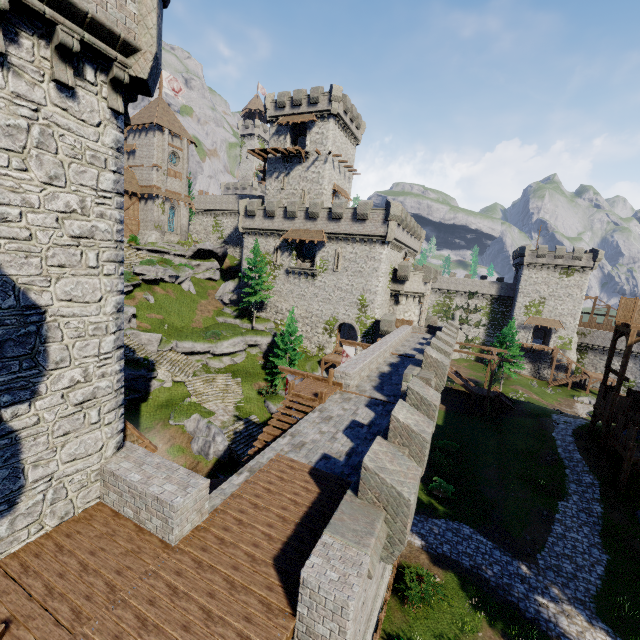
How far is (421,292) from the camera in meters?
40.1

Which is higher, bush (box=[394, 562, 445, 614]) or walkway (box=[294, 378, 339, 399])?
walkway (box=[294, 378, 339, 399])

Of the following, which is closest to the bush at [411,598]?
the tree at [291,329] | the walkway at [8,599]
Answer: the walkway at [8,599]

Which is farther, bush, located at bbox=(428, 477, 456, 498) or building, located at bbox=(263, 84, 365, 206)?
building, located at bbox=(263, 84, 365, 206)

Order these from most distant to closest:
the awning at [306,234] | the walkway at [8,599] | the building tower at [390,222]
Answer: the awning at [306,234] < the building tower at [390,222] < the walkway at [8,599]

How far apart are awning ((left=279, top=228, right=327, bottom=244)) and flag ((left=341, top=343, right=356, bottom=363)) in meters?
14.1

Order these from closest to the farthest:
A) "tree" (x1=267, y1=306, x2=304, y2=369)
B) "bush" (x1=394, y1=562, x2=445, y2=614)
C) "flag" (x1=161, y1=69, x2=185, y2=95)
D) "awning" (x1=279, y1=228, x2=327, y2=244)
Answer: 1. "bush" (x1=394, y1=562, x2=445, y2=614)
2. "tree" (x1=267, y1=306, x2=304, y2=369)
3. "awning" (x1=279, y1=228, x2=327, y2=244)
4. "flag" (x1=161, y1=69, x2=185, y2=95)

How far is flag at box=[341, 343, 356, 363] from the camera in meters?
26.7
